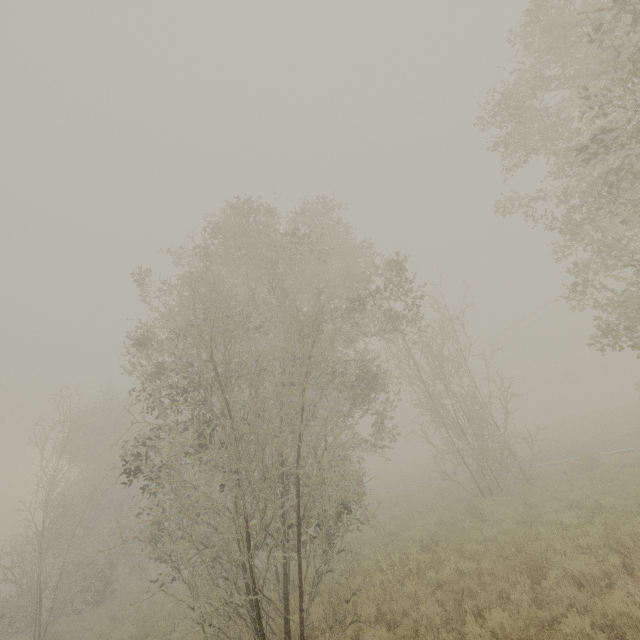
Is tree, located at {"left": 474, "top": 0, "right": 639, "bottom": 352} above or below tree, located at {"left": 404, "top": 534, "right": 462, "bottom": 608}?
above

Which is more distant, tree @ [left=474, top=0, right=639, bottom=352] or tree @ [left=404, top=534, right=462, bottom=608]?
tree @ [left=404, top=534, right=462, bottom=608]

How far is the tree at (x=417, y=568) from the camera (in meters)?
8.09

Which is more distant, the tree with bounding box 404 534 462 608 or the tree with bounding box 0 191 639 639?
the tree with bounding box 404 534 462 608

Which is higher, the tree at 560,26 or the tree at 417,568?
the tree at 560,26

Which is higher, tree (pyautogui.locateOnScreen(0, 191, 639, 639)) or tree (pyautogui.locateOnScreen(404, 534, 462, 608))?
tree (pyautogui.locateOnScreen(0, 191, 639, 639))

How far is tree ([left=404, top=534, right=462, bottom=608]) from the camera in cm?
809

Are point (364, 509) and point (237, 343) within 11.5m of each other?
yes
